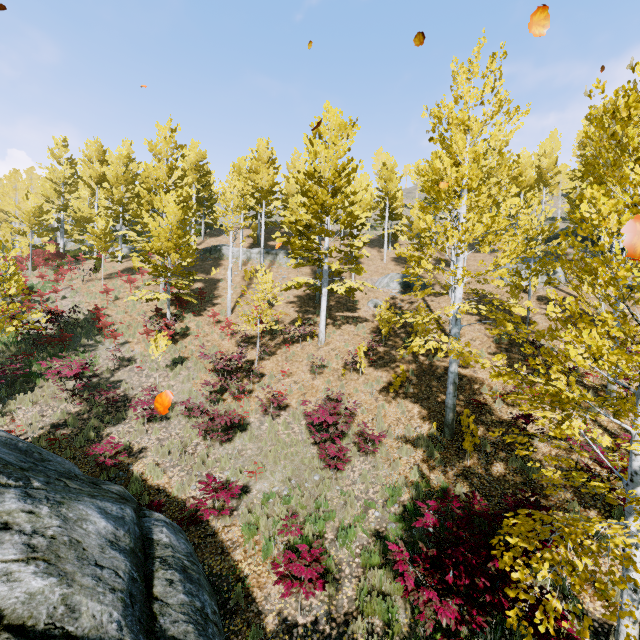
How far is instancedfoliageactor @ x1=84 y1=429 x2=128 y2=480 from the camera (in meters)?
8.71

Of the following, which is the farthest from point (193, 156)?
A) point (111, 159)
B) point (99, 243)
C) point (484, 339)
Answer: point (484, 339)

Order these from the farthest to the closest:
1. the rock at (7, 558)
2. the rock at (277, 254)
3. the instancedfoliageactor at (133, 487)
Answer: the rock at (277, 254), the instancedfoliageactor at (133, 487), the rock at (7, 558)

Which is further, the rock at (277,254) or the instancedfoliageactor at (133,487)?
the rock at (277,254)

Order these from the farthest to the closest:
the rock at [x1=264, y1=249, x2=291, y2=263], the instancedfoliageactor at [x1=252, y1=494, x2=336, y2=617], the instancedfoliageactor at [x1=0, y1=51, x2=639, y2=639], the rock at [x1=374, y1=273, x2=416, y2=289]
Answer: the rock at [x1=264, y1=249, x2=291, y2=263]
the rock at [x1=374, y1=273, x2=416, y2=289]
the instancedfoliageactor at [x1=252, y1=494, x2=336, y2=617]
the instancedfoliageactor at [x1=0, y1=51, x2=639, y2=639]

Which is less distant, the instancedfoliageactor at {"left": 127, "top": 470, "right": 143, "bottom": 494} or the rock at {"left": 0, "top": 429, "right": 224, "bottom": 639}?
the rock at {"left": 0, "top": 429, "right": 224, "bottom": 639}

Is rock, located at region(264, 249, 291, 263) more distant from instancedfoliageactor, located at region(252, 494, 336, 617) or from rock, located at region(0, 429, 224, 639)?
rock, located at region(0, 429, 224, 639)

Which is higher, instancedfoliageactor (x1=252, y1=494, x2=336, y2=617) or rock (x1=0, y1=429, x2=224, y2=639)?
rock (x1=0, y1=429, x2=224, y2=639)
